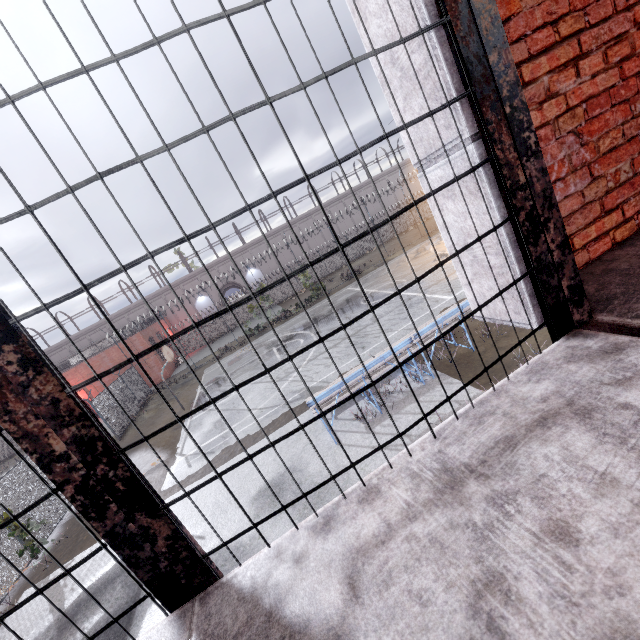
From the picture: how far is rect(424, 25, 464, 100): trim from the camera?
1.3 meters

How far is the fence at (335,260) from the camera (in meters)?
38.81

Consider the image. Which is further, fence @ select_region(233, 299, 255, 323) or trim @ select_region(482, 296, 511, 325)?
fence @ select_region(233, 299, 255, 323)

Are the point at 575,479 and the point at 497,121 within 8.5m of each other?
yes

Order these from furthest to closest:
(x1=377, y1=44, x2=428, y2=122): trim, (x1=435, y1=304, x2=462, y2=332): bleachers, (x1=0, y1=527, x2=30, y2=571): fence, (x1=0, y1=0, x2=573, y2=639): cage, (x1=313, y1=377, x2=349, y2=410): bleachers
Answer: (x1=0, y1=527, x2=30, y2=571): fence, (x1=435, y1=304, x2=462, y2=332): bleachers, (x1=313, y1=377, x2=349, y2=410): bleachers, (x1=377, y1=44, x2=428, y2=122): trim, (x1=0, y1=0, x2=573, y2=639): cage

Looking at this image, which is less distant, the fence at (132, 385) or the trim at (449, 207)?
the trim at (449, 207)
